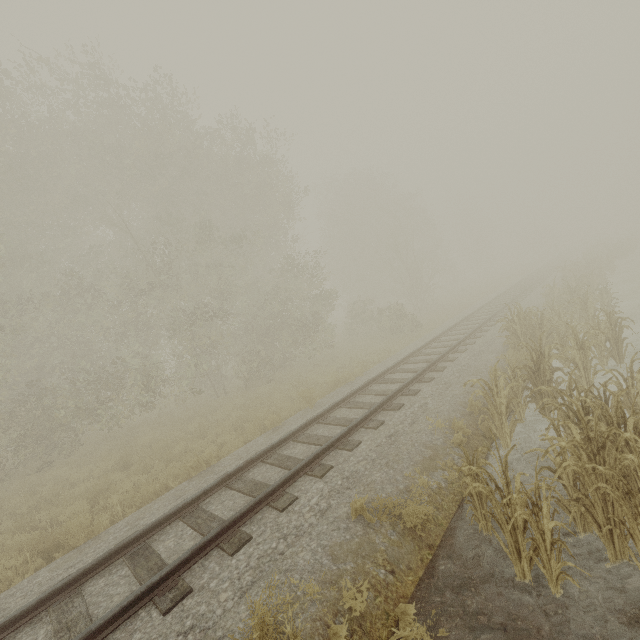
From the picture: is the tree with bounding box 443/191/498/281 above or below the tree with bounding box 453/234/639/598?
above

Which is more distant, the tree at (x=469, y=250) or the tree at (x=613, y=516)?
the tree at (x=469, y=250)

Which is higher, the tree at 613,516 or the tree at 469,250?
the tree at 469,250

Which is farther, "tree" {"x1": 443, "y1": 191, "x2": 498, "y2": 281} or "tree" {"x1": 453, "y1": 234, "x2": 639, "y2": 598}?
"tree" {"x1": 443, "y1": 191, "x2": 498, "y2": 281}

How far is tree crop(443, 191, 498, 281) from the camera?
47.5 meters

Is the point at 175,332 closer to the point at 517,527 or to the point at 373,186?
the point at 517,527
